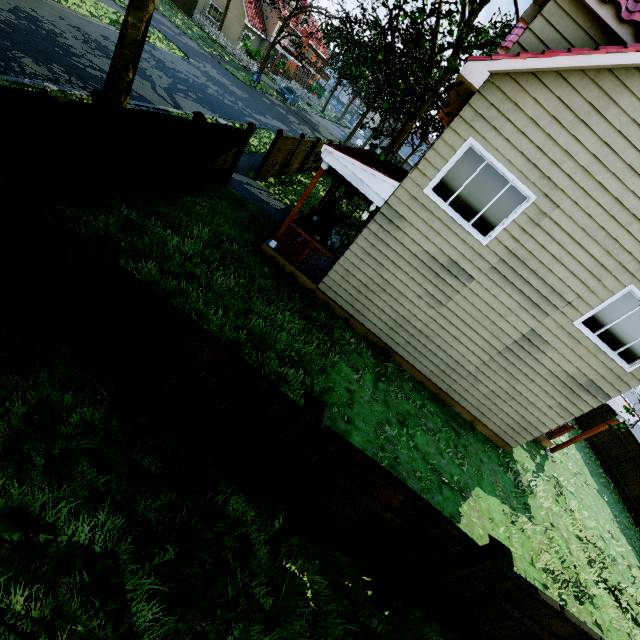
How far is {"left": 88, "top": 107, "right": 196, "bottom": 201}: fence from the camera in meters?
6.2

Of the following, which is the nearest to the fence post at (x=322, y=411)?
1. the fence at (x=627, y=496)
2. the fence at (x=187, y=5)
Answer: the fence at (x=187, y=5)

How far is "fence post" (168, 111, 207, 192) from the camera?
7.8m

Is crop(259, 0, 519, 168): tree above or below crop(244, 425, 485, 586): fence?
above

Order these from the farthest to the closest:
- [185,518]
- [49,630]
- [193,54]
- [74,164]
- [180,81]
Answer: [193,54] → [180,81] → [74,164] → [185,518] → [49,630]

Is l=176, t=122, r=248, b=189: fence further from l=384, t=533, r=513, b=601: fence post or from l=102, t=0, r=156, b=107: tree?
l=102, t=0, r=156, b=107: tree

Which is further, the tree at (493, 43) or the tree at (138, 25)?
the tree at (138, 25)
